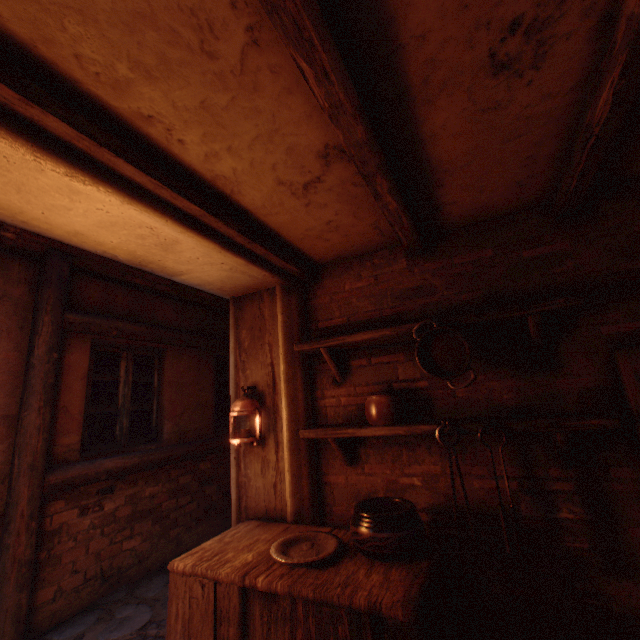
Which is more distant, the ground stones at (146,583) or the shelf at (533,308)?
the ground stones at (146,583)

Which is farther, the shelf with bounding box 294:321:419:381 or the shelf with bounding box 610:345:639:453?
the shelf with bounding box 294:321:419:381

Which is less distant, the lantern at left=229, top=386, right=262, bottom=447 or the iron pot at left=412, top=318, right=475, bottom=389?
the iron pot at left=412, top=318, right=475, bottom=389

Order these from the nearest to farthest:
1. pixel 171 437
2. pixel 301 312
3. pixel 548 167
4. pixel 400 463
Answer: pixel 548 167
pixel 400 463
pixel 301 312
pixel 171 437

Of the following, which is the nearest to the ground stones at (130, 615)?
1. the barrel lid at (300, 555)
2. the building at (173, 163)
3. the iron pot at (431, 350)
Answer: the building at (173, 163)

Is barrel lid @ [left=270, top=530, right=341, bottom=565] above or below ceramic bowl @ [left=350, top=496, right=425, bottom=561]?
below

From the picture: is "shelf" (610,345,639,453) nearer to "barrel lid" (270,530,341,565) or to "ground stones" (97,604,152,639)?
"barrel lid" (270,530,341,565)

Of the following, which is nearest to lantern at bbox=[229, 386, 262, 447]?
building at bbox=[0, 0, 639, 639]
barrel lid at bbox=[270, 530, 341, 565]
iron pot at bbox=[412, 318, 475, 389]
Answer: building at bbox=[0, 0, 639, 639]
